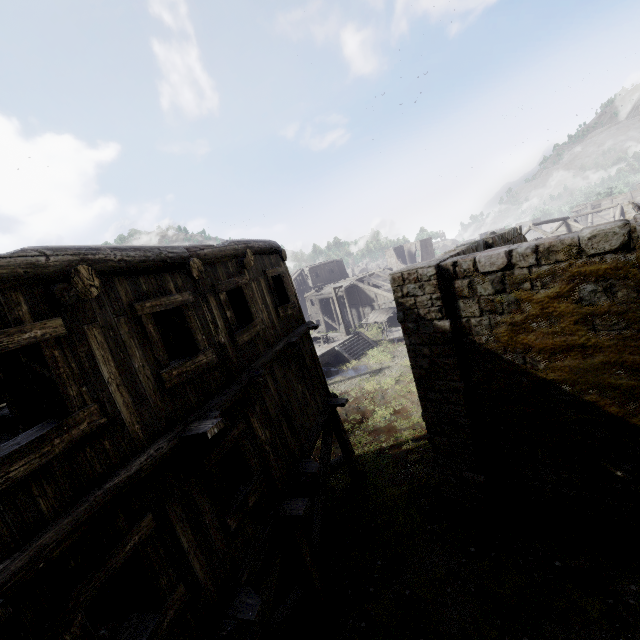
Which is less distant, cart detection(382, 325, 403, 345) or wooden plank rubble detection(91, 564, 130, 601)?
wooden plank rubble detection(91, 564, 130, 601)

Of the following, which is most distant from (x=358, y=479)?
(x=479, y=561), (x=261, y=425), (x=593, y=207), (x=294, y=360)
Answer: (x=593, y=207)

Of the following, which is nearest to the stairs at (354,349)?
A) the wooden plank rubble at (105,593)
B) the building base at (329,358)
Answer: the building base at (329,358)

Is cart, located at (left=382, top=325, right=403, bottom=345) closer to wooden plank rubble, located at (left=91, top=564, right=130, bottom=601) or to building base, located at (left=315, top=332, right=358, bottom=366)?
building base, located at (left=315, top=332, right=358, bottom=366)

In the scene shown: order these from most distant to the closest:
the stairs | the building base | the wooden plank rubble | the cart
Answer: the cart, the stairs, the building base, the wooden plank rubble

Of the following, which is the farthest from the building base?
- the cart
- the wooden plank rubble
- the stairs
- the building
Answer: the wooden plank rubble

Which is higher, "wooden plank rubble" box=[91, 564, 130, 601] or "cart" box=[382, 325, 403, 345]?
"wooden plank rubble" box=[91, 564, 130, 601]

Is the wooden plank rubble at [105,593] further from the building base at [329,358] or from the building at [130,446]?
the building base at [329,358]
